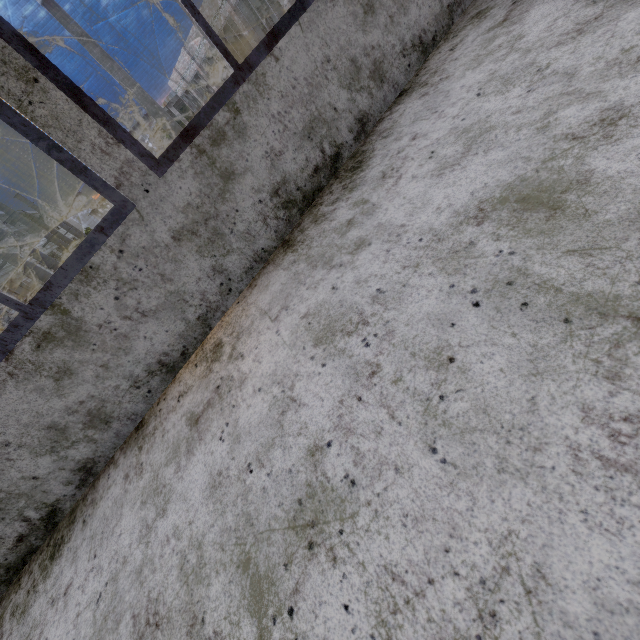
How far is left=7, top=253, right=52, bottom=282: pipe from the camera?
16.4m

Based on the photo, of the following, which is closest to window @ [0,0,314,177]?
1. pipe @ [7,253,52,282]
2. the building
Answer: the building

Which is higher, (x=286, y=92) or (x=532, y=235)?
(x=286, y=92)

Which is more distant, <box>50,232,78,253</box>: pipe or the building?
<box>50,232,78,253</box>: pipe

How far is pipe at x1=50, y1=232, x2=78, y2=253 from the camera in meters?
27.4 m

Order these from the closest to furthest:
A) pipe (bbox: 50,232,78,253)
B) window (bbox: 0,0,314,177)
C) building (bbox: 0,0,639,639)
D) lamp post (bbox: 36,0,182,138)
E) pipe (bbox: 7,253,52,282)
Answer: building (bbox: 0,0,639,639)
window (bbox: 0,0,314,177)
lamp post (bbox: 36,0,182,138)
pipe (bbox: 7,253,52,282)
pipe (bbox: 50,232,78,253)

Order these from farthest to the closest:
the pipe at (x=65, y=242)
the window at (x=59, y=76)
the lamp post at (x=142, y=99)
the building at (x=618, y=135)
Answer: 1. the pipe at (x=65, y=242)
2. the lamp post at (x=142, y=99)
3. the window at (x=59, y=76)
4. the building at (x=618, y=135)

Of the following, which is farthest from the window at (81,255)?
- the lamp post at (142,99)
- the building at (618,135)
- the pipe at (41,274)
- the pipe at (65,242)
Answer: the pipe at (65,242)
